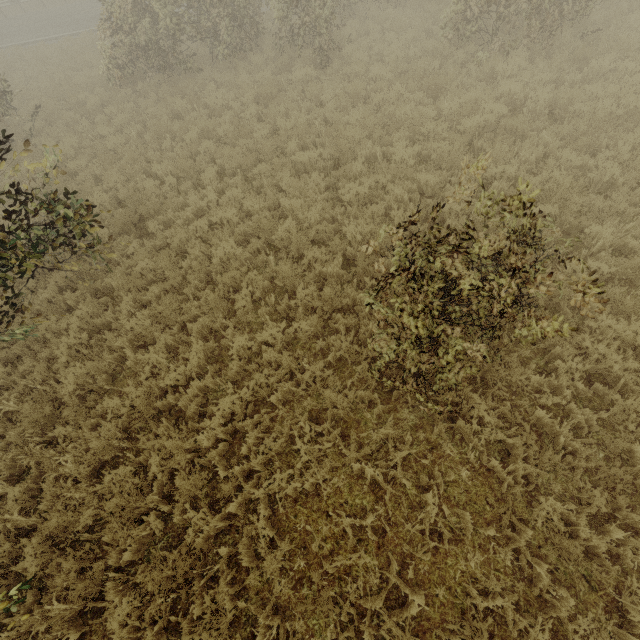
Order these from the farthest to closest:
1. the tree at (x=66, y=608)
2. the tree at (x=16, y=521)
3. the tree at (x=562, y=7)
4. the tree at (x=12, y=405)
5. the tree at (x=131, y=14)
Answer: the tree at (x=131, y=14) → the tree at (x=562, y=7) → the tree at (x=12, y=405) → the tree at (x=16, y=521) → the tree at (x=66, y=608)

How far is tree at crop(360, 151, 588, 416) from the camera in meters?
2.4 m

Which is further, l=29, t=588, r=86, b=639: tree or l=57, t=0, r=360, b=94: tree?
l=57, t=0, r=360, b=94: tree

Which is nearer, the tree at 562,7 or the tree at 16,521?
the tree at 16,521

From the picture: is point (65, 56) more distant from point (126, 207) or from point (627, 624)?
point (627, 624)

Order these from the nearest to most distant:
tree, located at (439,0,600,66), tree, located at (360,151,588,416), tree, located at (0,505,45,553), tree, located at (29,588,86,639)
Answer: tree, located at (360,151,588,416) < tree, located at (29,588,86,639) < tree, located at (0,505,45,553) < tree, located at (439,0,600,66)
